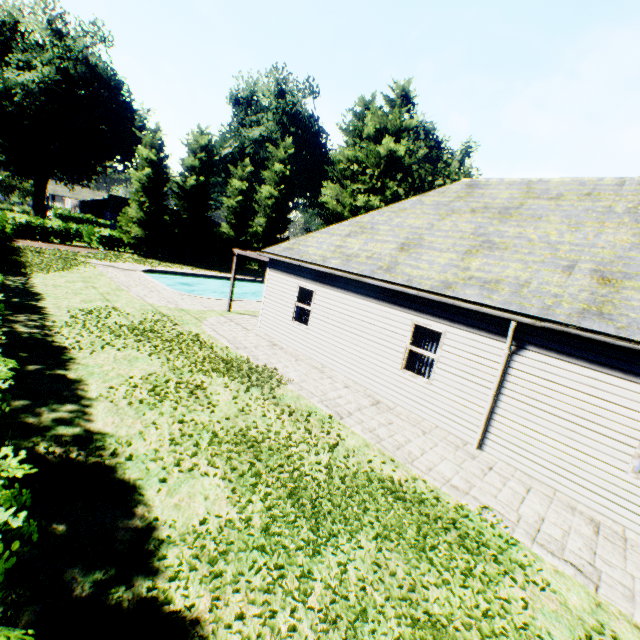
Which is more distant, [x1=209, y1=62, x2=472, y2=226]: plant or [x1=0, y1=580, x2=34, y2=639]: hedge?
[x1=209, y1=62, x2=472, y2=226]: plant

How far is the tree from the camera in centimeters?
3042cm

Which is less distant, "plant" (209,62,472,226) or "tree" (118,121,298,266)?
"tree" (118,121,298,266)

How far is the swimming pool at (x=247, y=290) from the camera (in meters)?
30.89

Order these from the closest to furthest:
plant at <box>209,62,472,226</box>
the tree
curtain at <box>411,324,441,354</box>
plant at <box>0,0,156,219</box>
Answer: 1. curtain at <box>411,324,441,354</box>
2. the tree
3. plant at <box>0,0,156,219</box>
4. plant at <box>209,62,472,226</box>

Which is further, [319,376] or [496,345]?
[319,376]

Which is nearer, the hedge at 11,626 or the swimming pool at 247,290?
the hedge at 11,626

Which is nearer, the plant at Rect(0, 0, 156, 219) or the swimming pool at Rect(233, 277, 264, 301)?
the swimming pool at Rect(233, 277, 264, 301)
